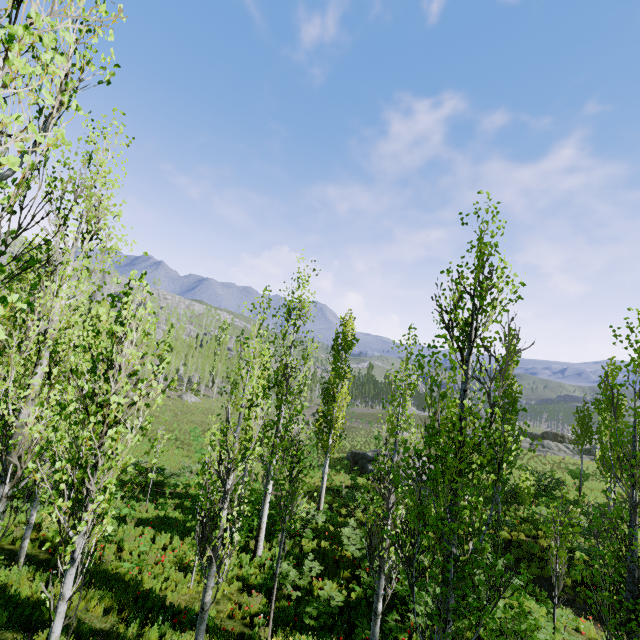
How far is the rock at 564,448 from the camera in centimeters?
3338cm

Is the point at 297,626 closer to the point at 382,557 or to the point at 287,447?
the point at 382,557

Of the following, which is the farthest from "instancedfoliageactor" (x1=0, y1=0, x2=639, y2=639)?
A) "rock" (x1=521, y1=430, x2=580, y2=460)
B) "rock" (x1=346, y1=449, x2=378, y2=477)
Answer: "rock" (x1=346, y1=449, x2=378, y2=477)

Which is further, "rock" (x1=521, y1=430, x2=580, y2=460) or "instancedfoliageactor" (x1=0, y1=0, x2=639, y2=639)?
"rock" (x1=521, y1=430, x2=580, y2=460)

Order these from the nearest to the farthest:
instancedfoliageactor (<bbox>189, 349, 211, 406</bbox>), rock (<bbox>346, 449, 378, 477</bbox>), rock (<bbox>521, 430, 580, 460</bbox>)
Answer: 1. rock (<bbox>346, 449, 378, 477</bbox>)
2. rock (<bbox>521, 430, 580, 460</bbox>)
3. instancedfoliageactor (<bbox>189, 349, 211, 406</bbox>)

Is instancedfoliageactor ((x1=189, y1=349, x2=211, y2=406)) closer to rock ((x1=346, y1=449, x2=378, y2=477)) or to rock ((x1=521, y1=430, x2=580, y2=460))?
rock ((x1=521, y1=430, x2=580, y2=460))

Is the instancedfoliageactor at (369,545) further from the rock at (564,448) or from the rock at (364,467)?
the rock at (364,467)

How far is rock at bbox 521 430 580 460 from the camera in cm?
3338
